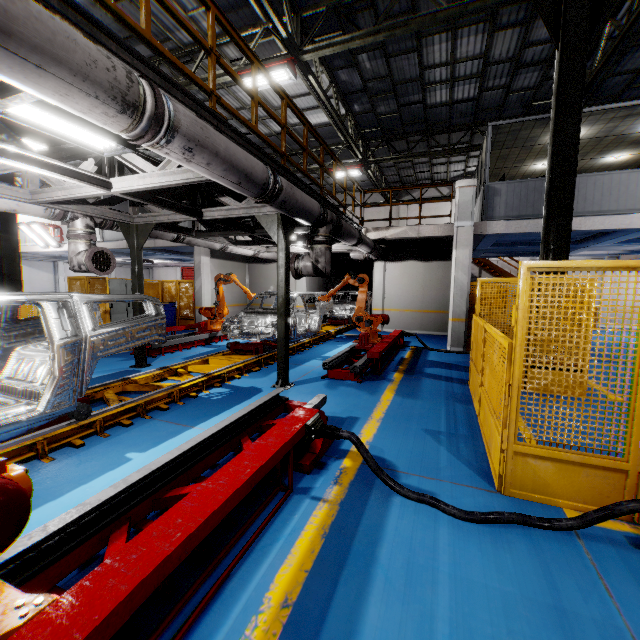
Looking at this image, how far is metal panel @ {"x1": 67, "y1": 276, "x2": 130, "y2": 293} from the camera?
10.65m

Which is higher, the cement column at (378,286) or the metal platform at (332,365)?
the cement column at (378,286)

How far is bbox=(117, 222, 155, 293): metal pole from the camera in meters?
7.4

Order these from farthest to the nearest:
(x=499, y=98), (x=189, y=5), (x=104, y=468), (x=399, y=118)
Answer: (x=399, y=118), (x=499, y=98), (x=189, y=5), (x=104, y=468)

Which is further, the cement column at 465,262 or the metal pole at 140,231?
the cement column at 465,262

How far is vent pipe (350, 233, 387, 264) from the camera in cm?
972

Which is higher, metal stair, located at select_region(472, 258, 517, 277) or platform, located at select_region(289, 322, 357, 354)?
metal stair, located at select_region(472, 258, 517, 277)

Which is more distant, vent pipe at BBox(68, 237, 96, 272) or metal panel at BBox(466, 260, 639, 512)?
vent pipe at BBox(68, 237, 96, 272)
